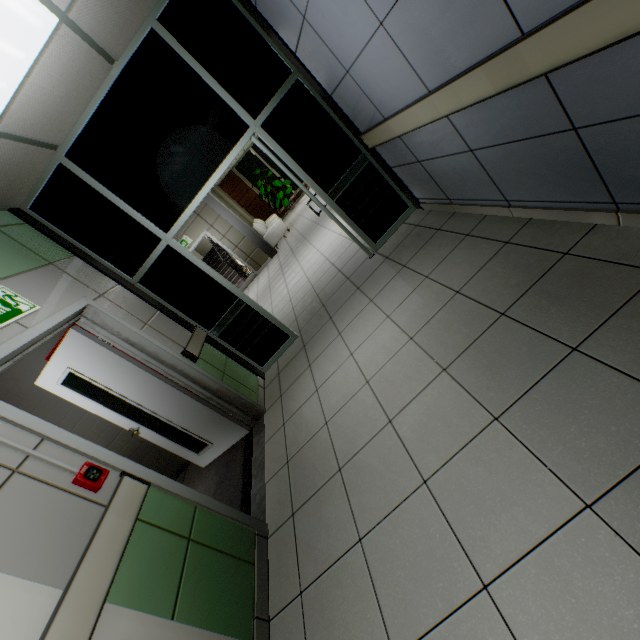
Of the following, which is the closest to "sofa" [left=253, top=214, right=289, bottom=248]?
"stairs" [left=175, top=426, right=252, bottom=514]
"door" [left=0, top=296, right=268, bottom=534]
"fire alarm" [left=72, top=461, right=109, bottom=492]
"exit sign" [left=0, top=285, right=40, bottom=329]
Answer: "stairs" [left=175, top=426, right=252, bottom=514]

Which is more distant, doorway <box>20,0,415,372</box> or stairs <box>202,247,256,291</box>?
stairs <box>202,247,256,291</box>

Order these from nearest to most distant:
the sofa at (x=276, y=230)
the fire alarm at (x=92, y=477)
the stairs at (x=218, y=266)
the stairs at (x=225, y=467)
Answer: the fire alarm at (x=92, y=477)
the stairs at (x=225, y=467)
the sofa at (x=276, y=230)
the stairs at (x=218, y=266)

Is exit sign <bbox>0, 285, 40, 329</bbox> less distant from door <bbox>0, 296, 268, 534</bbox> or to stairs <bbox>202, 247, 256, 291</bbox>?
door <bbox>0, 296, 268, 534</bbox>

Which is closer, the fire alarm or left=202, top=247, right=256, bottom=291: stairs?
the fire alarm

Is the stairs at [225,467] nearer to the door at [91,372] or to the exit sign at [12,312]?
the door at [91,372]

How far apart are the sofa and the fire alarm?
9.77m

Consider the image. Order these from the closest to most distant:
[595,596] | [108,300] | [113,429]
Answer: [595,596]
[108,300]
[113,429]
